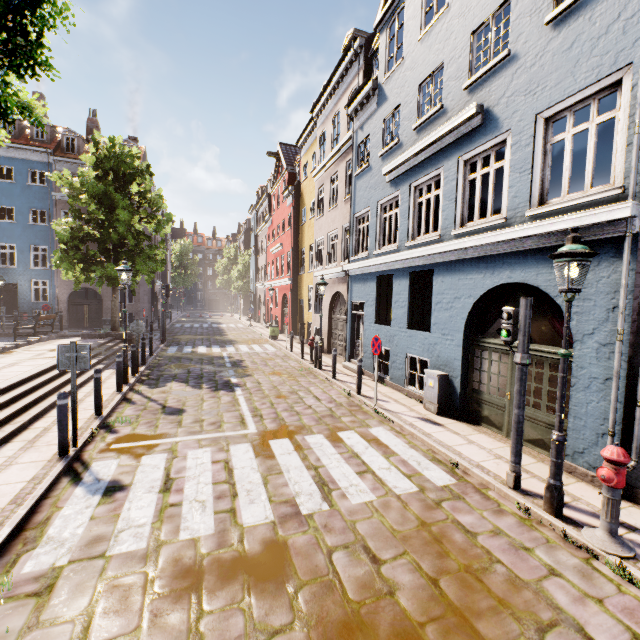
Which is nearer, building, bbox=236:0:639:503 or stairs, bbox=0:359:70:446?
building, bbox=236:0:639:503

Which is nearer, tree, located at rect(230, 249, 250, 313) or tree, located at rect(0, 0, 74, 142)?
tree, located at rect(0, 0, 74, 142)

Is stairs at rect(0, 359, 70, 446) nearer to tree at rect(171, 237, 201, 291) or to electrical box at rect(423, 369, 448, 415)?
electrical box at rect(423, 369, 448, 415)

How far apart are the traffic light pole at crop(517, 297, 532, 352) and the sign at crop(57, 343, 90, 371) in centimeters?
738cm

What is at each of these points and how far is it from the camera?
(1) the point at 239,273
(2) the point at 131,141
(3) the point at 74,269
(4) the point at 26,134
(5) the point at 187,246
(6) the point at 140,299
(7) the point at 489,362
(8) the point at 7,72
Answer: (1) tree, 48.5m
(2) building, 27.3m
(3) tree, 17.3m
(4) building, 25.6m
(5) tree, 58.2m
(6) building, 28.0m
(7) building, 7.4m
(8) tree, 3.5m

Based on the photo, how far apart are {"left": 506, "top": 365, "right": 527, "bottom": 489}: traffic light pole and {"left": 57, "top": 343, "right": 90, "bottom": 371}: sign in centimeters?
739cm

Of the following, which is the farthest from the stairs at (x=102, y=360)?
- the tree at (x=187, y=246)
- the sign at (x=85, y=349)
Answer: the tree at (x=187, y=246)

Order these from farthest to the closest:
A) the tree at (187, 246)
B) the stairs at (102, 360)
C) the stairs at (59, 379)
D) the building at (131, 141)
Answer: the tree at (187, 246)
the building at (131, 141)
the stairs at (102, 360)
the stairs at (59, 379)
